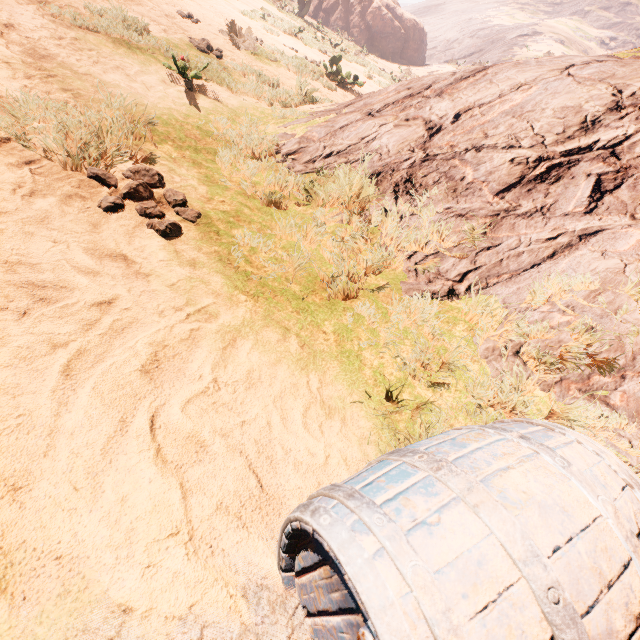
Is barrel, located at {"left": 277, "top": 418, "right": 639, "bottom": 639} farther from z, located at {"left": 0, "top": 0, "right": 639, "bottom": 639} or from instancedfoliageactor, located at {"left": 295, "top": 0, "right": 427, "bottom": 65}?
instancedfoliageactor, located at {"left": 295, "top": 0, "right": 427, "bottom": 65}

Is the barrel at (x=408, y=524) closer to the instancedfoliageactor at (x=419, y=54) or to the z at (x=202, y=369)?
the z at (x=202, y=369)

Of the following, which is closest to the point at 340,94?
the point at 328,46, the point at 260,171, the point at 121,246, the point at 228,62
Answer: the point at 228,62

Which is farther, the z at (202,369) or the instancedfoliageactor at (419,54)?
the instancedfoliageactor at (419,54)

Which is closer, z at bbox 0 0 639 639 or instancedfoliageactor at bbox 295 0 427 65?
z at bbox 0 0 639 639

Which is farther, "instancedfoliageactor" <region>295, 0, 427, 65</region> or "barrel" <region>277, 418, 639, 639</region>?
"instancedfoliageactor" <region>295, 0, 427, 65</region>

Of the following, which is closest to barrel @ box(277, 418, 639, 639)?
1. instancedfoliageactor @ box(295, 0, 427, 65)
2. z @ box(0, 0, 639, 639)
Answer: z @ box(0, 0, 639, 639)
